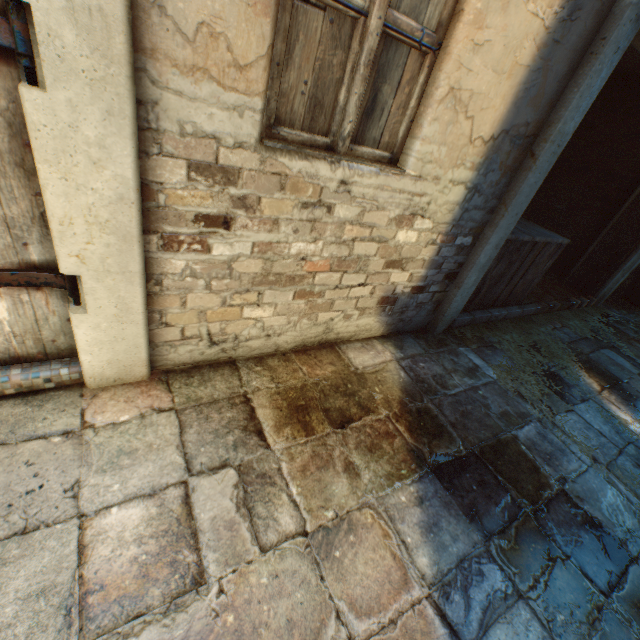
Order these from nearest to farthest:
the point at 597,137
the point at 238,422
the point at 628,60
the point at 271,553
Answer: the point at 271,553 → the point at 238,422 → the point at 628,60 → the point at 597,137

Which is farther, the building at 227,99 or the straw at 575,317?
the straw at 575,317

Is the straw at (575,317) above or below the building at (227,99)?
below

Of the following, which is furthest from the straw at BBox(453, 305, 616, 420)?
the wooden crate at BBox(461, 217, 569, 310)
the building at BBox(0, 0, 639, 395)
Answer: the building at BBox(0, 0, 639, 395)

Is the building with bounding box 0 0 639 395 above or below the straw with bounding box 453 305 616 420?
above

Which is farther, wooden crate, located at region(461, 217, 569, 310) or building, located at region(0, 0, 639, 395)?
wooden crate, located at region(461, 217, 569, 310)

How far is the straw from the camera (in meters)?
3.21

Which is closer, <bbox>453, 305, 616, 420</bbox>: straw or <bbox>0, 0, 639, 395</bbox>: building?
<bbox>0, 0, 639, 395</bbox>: building
